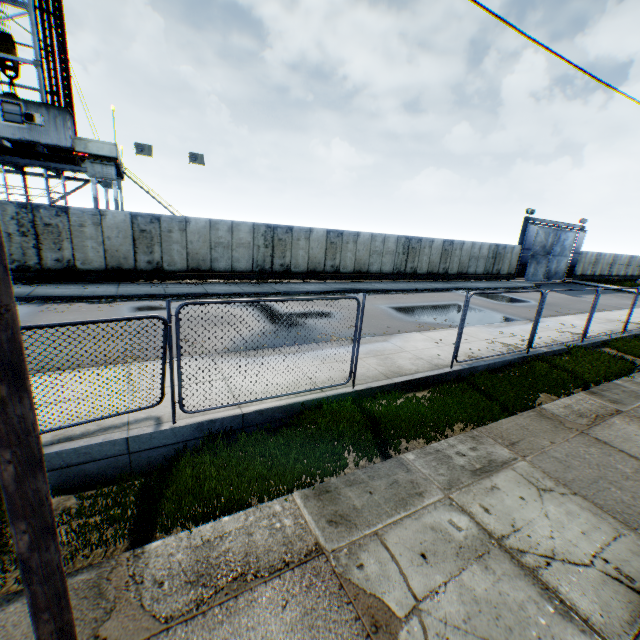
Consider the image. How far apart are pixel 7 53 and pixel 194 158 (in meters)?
12.14

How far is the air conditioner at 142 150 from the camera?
17.45m

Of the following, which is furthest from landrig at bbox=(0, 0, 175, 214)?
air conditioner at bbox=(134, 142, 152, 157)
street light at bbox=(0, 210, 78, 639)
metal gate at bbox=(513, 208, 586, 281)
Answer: metal gate at bbox=(513, 208, 586, 281)

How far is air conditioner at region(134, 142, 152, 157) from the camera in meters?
17.5

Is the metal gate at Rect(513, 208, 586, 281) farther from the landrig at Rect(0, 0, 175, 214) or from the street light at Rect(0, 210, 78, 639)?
the landrig at Rect(0, 0, 175, 214)

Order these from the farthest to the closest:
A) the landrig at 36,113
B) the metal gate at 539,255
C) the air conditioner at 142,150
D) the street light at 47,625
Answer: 1. the metal gate at 539,255
2. the air conditioner at 142,150
3. the landrig at 36,113
4. the street light at 47,625

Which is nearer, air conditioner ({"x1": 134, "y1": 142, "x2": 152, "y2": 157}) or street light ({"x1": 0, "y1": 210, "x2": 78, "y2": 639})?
street light ({"x1": 0, "y1": 210, "x2": 78, "y2": 639})

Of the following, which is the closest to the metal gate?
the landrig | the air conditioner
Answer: the air conditioner
